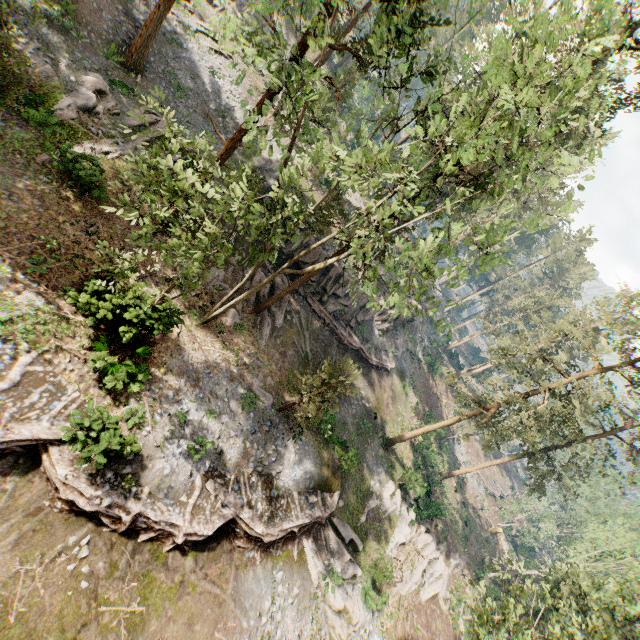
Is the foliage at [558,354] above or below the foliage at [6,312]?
above

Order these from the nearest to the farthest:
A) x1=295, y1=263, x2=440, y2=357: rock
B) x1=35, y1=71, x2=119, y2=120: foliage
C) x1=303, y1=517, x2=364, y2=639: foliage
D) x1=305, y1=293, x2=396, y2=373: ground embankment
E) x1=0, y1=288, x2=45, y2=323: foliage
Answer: x1=0, y1=288, x2=45, y2=323: foliage, x1=35, y1=71, x2=119, y2=120: foliage, x1=303, y1=517, x2=364, y2=639: foliage, x1=295, y1=263, x2=440, y2=357: rock, x1=305, y1=293, x2=396, y2=373: ground embankment

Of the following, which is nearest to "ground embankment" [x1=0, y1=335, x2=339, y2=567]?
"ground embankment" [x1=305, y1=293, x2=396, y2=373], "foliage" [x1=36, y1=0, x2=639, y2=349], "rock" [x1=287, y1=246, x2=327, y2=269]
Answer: "foliage" [x1=36, y1=0, x2=639, y2=349]

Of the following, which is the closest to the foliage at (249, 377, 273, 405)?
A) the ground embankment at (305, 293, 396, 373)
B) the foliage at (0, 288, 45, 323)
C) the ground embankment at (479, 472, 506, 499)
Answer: the ground embankment at (305, 293, 396, 373)

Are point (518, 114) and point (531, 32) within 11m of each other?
yes

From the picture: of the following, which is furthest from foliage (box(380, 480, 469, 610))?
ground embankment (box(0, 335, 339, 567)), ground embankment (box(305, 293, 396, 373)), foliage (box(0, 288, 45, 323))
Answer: foliage (box(0, 288, 45, 323))

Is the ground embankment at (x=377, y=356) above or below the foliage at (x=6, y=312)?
above
